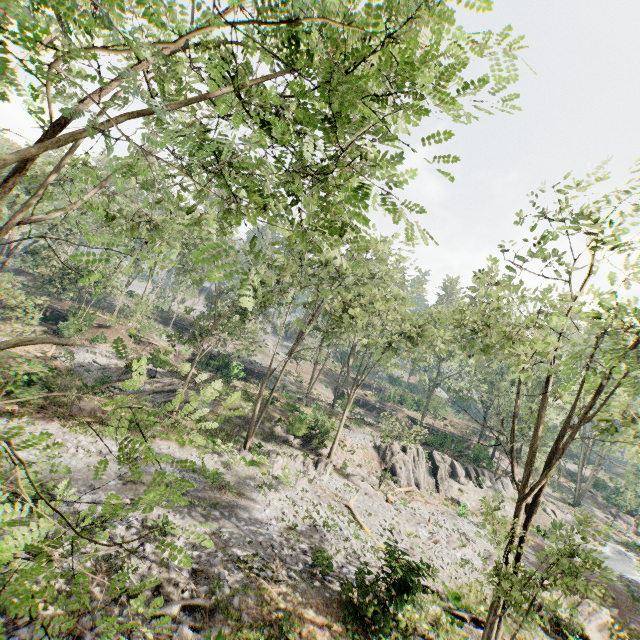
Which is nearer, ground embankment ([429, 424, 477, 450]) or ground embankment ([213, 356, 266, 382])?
ground embankment ([213, 356, 266, 382])

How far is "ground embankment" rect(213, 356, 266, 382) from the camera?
38.7 meters

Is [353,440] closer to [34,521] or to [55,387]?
[55,387]

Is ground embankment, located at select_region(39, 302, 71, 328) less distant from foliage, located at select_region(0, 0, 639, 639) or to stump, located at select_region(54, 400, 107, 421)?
foliage, located at select_region(0, 0, 639, 639)

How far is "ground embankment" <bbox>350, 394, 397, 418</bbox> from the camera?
52.2m

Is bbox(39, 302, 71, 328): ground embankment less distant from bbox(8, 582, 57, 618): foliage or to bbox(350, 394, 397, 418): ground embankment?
bbox(8, 582, 57, 618): foliage

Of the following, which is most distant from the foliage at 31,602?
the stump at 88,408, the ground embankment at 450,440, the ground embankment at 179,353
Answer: the stump at 88,408
